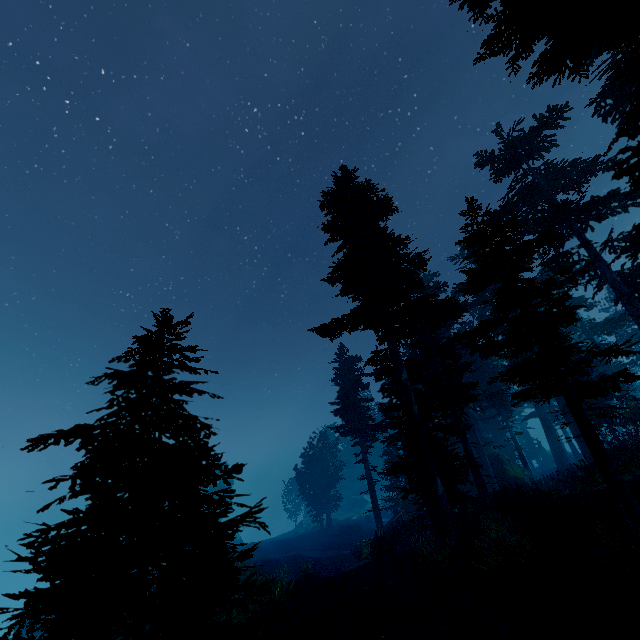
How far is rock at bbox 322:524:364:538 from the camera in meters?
40.5 m

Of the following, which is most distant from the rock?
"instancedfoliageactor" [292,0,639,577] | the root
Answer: the root

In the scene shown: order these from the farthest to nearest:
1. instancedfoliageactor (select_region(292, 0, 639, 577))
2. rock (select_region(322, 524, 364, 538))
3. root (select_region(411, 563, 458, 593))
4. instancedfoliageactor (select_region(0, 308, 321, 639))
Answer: rock (select_region(322, 524, 364, 538)) → root (select_region(411, 563, 458, 593)) → instancedfoliageactor (select_region(292, 0, 639, 577)) → instancedfoliageactor (select_region(0, 308, 321, 639))

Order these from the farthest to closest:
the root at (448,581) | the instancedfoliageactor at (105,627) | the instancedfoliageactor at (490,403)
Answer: the root at (448,581)
the instancedfoliageactor at (490,403)
the instancedfoliageactor at (105,627)

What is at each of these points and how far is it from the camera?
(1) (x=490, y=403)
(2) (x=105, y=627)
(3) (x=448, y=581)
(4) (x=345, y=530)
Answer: (1) instancedfoliageactor, 32.5 meters
(2) instancedfoliageactor, 4.8 meters
(3) root, 10.9 meters
(4) rock, 41.0 meters

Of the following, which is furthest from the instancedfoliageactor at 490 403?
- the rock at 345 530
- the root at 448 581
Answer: the root at 448 581

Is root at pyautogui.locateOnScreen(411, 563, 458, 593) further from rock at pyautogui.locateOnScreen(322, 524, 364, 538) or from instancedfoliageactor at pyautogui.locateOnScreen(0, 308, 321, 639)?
rock at pyautogui.locateOnScreen(322, 524, 364, 538)
